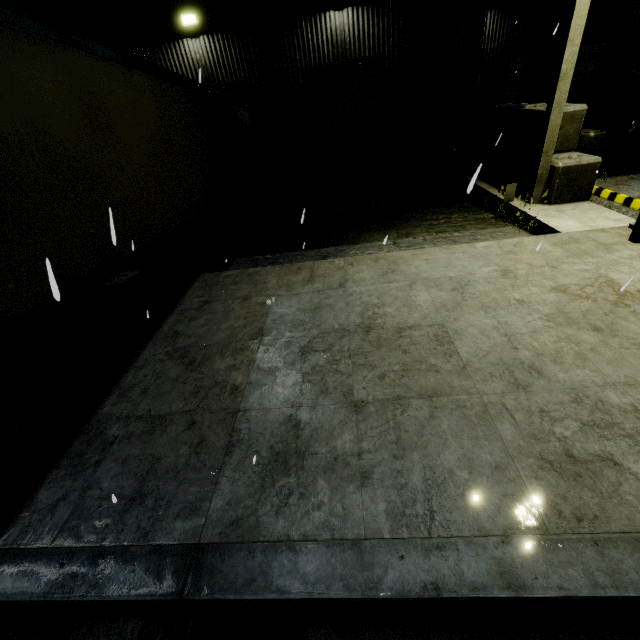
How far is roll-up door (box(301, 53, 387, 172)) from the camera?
11.7 meters

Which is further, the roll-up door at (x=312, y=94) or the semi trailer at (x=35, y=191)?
the roll-up door at (x=312, y=94)

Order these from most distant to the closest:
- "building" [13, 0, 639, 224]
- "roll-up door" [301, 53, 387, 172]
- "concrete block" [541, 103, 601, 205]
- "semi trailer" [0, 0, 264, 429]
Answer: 1. "roll-up door" [301, 53, 387, 172]
2. "building" [13, 0, 639, 224]
3. "concrete block" [541, 103, 601, 205]
4. "semi trailer" [0, 0, 264, 429]

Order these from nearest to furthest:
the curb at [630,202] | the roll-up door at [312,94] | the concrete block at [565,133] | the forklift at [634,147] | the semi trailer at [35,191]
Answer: the semi trailer at [35,191]
the curb at [630,202]
the concrete block at [565,133]
the forklift at [634,147]
the roll-up door at [312,94]

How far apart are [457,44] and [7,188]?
13.8 meters

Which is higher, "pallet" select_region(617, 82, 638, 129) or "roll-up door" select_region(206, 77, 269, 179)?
"roll-up door" select_region(206, 77, 269, 179)

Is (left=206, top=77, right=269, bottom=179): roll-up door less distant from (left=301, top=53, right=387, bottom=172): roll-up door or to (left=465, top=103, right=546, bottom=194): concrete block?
(left=301, top=53, right=387, bottom=172): roll-up door

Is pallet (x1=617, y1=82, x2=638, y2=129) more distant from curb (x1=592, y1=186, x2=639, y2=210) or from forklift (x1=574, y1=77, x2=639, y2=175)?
curb (x1=592, y1=186, x2=639, y2=210)
